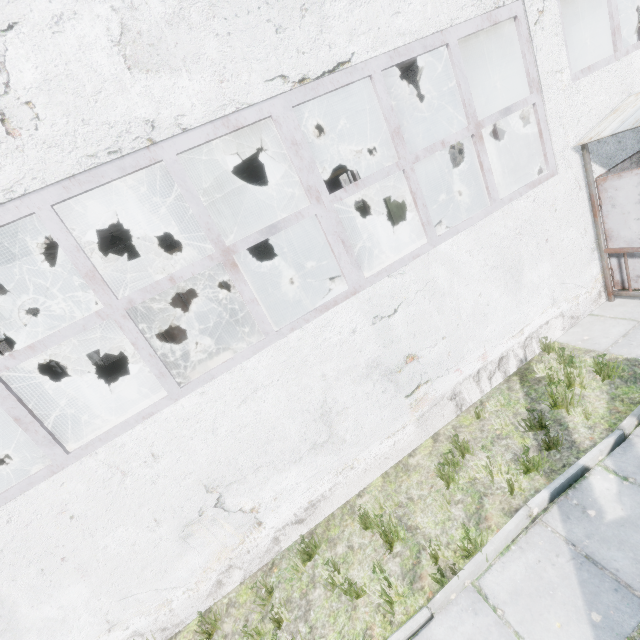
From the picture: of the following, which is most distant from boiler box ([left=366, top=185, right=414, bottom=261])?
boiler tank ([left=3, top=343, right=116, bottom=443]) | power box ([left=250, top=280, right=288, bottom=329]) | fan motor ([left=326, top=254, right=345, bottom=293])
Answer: boiler tank ([left=3, top=343, right=116, bottom=443])

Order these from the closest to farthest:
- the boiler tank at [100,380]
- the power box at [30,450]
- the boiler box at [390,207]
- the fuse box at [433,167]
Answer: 1. the power box at [30,450]
2. the boiler tank at [100,380]
3. the boiler box at [390,207]
4. the fuse box at [433,167]

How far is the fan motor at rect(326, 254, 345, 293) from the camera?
11.9 meters

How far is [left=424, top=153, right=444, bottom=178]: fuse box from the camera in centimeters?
2492cm

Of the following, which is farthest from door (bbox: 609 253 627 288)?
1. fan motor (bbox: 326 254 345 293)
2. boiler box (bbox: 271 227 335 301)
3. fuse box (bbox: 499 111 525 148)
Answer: fuse box (bbox: 499 111 525 148)

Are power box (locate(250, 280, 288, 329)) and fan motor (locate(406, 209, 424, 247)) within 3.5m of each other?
no

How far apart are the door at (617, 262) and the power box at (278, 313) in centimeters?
818cm

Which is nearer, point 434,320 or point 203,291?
point 434,320
